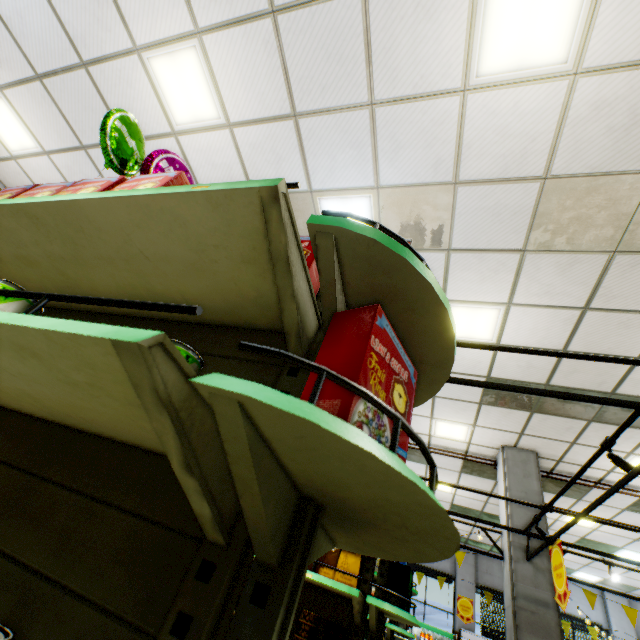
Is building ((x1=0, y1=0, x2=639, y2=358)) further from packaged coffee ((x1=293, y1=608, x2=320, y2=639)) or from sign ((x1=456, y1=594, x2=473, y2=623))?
packaged coffee ((x1=293, y1=608, x2=320, y2=639))

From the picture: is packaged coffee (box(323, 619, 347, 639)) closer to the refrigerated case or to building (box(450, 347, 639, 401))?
building (box(450, 347, 639, 401))

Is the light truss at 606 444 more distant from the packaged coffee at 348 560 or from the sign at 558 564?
the packaged coffee at 348 560

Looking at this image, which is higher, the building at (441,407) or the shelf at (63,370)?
the building at (441,407)

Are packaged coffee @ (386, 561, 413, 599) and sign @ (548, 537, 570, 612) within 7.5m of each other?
yes

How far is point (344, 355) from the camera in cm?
A: 81

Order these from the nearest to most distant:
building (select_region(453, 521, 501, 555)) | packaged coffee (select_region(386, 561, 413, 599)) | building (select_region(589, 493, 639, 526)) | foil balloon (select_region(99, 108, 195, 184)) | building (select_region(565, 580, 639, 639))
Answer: foil balloon (select_region(99, 108, 195, 184)) < packaged coffee (select_region(386, 561, 413, 599)) < building (select_region(589, 493, 639, 526)) < building (select_region(565, 580, 639, 639)) < building (select_region(453, 521, 501, 555))

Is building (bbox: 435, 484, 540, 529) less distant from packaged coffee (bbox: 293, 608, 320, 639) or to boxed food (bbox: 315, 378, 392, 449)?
packaged coffee (bbox: 293, 608, 320, 639)
